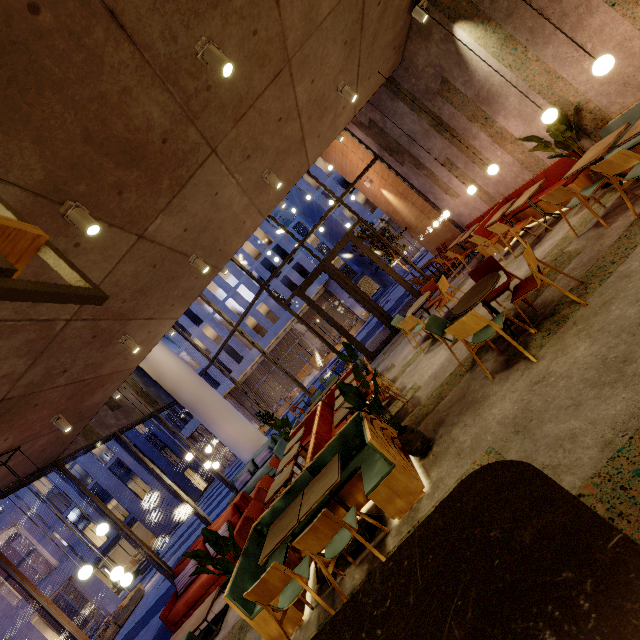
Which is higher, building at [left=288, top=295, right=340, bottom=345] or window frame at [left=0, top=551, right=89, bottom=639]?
building at [left=288, top=295, right=340, bottom=345]

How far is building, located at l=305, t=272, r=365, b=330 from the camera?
35.2m

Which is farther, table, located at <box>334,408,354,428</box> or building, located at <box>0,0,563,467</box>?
table, located at <box>334,408,354,428</box>

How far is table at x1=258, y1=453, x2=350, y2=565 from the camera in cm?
345

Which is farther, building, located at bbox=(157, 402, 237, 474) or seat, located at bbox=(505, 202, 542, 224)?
building, located at bbox=(157, 402, 237, 474)

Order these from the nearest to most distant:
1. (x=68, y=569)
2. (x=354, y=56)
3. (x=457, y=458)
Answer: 1. (x=457, y=458)
2. (x=354, y=56)
3. (x=68, y=569)

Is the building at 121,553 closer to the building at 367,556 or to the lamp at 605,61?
the building at 367,556

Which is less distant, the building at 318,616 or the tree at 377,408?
the building at 318,616
